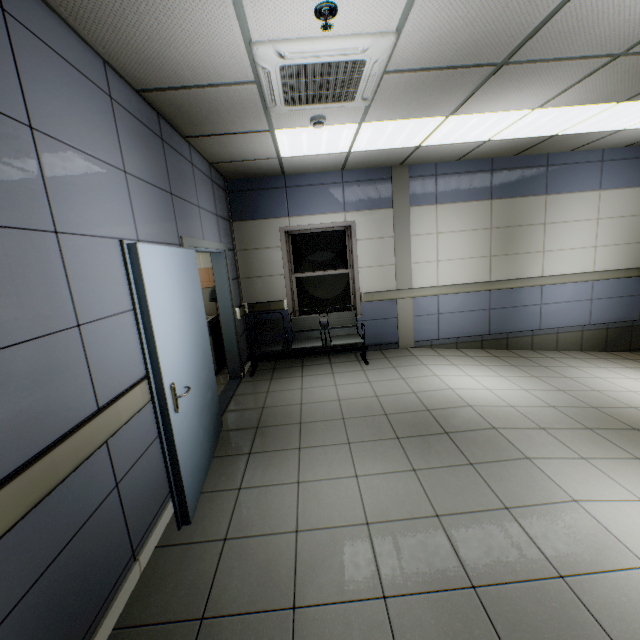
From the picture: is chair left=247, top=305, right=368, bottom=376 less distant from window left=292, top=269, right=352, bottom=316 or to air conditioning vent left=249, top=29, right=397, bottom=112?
window left=292, top=269, right=352, bottom=316

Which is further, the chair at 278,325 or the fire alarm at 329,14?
the chair at 278,325

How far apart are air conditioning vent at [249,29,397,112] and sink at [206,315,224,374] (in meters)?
3.35

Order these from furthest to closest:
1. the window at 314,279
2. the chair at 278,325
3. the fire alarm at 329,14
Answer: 1. the window at 314,279
2. the chair at 278,325
3. the fire alarm at 329,14

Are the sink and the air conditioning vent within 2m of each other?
no

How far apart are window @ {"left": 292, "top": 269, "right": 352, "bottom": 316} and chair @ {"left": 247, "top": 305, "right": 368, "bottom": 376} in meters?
→ 0.3

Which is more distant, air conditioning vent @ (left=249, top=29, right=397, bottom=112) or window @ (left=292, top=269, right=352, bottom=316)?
window @ (left=292, top=269, right=352, bottom=316)

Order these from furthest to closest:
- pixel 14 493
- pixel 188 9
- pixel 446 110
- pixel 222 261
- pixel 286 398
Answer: pixel 222 261
pixel 286 398
pixel 446 110
pixel 188 9
pixel 14 493
